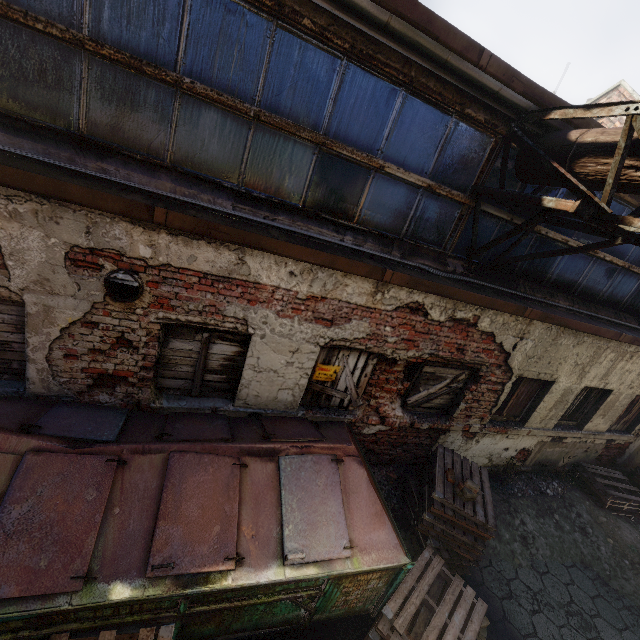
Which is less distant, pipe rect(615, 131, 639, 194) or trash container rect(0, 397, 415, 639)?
trash container rect(0, 397, 415, 639)

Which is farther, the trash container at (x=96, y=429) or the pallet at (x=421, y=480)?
the pallet at (x=421, y=480)

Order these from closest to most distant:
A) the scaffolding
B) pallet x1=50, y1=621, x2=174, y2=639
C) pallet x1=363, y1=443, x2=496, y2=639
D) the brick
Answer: pallet x1=50, y1=621, x2=174, y2=639, the scaffolding, pallet x1=363, y1=443, x2=496, y2=639, the brick

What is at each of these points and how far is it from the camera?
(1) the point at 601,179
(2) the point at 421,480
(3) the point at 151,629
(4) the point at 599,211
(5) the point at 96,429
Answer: (1) pipe, 3.4m
(2) pallet, 5.4m
(3) pallet, 2.5m
(4) scaffolding, 3.2m
(5) trash container, 3.2m

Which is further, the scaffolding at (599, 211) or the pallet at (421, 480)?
the pallet at (421, 480)

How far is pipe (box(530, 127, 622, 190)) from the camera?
3.3 meters

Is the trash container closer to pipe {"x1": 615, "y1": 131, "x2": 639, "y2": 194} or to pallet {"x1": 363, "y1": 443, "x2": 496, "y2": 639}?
pallet {"x1": 363, "y1": 443, "x2": 496, "y2": 639}

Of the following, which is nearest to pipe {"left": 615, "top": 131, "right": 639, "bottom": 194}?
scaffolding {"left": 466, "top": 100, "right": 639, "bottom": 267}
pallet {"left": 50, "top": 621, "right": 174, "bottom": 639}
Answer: scaffolding {"left": 466, "top": 100, "right": 639, "bottom": 267}
